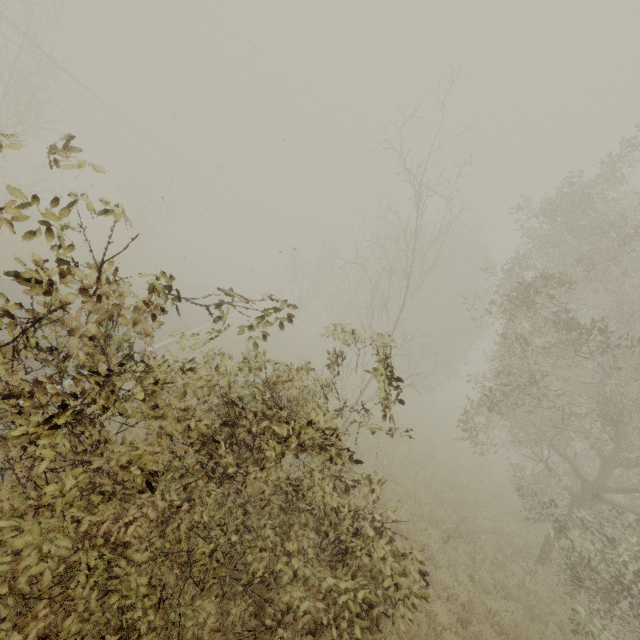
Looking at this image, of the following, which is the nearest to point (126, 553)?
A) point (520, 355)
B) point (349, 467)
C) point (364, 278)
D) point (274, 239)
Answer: point (349, 467)
